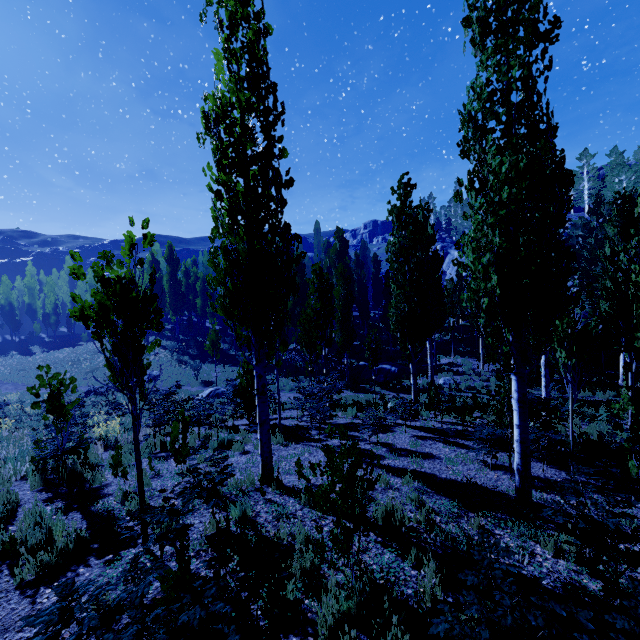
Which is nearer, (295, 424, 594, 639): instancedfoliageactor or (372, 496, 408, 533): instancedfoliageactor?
(295, 424, 594, 639): instancedfoliageactor

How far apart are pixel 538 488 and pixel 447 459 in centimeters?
188cm

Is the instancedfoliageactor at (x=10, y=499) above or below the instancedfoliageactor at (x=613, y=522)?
below

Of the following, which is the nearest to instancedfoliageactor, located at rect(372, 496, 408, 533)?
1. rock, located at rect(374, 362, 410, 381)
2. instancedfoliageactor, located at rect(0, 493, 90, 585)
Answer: rock, located at rect(374, 362, 410, 381)

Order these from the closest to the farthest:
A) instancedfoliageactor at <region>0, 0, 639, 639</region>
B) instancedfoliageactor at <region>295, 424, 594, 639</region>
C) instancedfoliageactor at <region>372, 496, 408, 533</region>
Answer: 1. instancedfoliageactor at <region>295, 424, 594, 639</region>
2. instancedfoliageactor at <region>0, 0, 639, 639</region>
3. instancedfoliageactor at <region>372, 496, 408, 533</region>

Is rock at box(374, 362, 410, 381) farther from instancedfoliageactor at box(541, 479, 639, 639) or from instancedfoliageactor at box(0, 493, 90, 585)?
instancedfoliageactor at box(0, 493, 90, 585)

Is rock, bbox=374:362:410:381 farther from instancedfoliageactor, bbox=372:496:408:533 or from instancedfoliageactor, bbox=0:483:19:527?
instancedfoliageactor, bbox=0:483:19:527

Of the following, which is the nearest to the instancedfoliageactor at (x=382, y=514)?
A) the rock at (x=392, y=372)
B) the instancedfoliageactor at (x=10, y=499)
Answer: the rock at (x=392, y=372)
